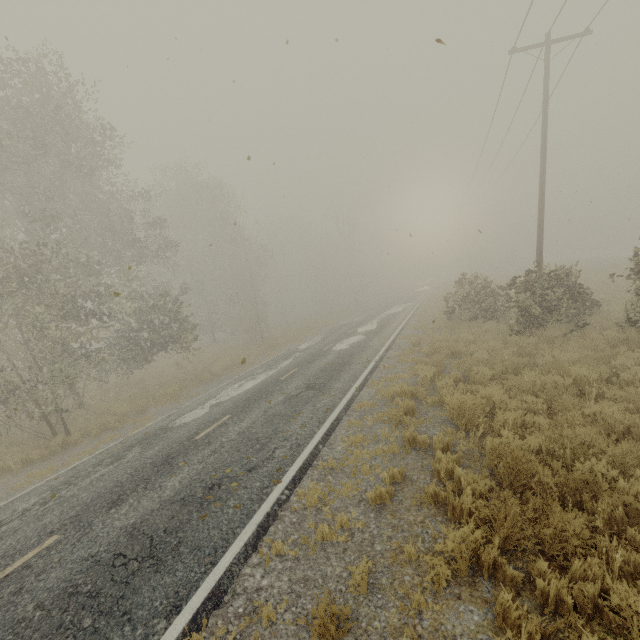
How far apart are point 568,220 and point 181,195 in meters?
29.2

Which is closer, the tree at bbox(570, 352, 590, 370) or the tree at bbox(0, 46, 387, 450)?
the tree at bbox(570, 352, 590, 370)

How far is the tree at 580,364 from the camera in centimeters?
763cm

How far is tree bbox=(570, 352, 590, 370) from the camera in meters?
7.6

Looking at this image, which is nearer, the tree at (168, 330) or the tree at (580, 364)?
the tree at (580, 364)

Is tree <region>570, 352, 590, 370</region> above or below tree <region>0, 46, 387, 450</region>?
below
